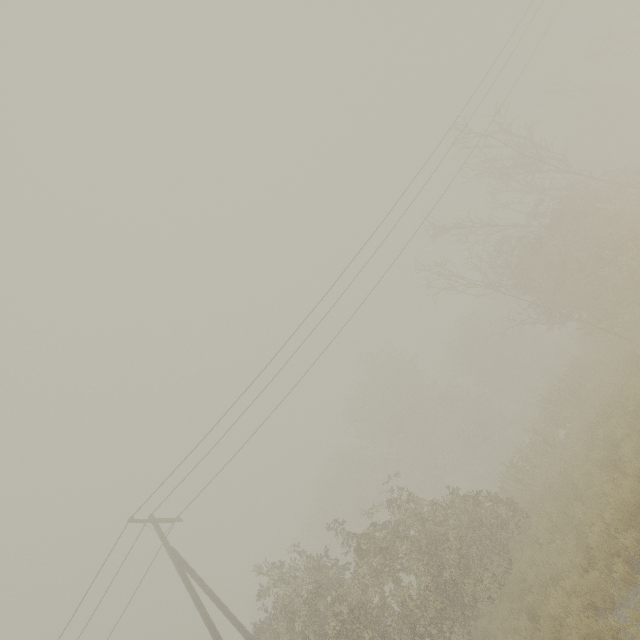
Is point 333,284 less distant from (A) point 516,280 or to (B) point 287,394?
(B) point 287,394
